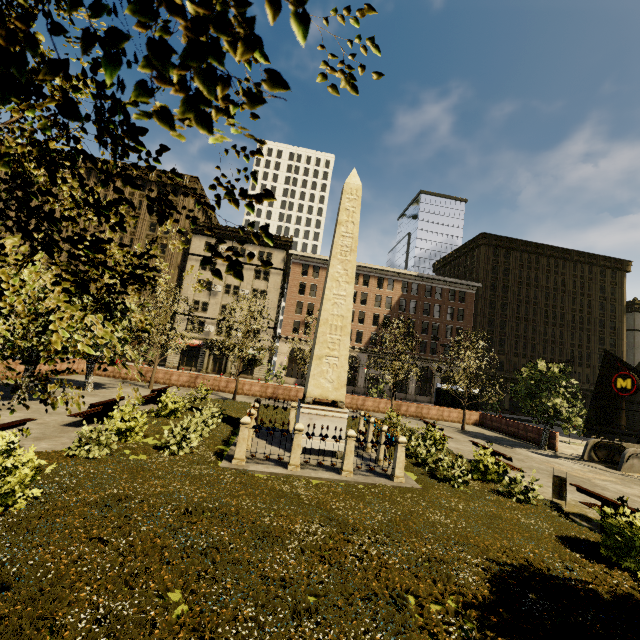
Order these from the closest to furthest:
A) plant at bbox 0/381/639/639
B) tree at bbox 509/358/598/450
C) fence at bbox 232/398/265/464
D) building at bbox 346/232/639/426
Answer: plant at bbox 0/381/639/639 → fence at bbox 232/398/265/464 → tree at bbox 509/358/598/450 → building at bbox 346/232/639/426

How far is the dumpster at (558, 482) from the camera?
10.47m

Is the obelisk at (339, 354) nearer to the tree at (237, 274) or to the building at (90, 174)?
the tree at (237, 274)

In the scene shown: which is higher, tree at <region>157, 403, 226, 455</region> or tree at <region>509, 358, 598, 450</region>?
tree at <region>509, 358, 598, 450</region>

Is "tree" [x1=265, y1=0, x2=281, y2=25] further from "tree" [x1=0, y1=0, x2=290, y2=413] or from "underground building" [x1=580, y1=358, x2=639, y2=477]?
"underground building" [x1=580, y1=358, x2=639, y2=477]

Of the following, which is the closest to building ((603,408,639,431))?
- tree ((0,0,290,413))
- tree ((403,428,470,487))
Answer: tree ((0,0,290,413))

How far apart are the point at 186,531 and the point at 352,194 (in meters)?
12.85

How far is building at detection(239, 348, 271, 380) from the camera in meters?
46.4
